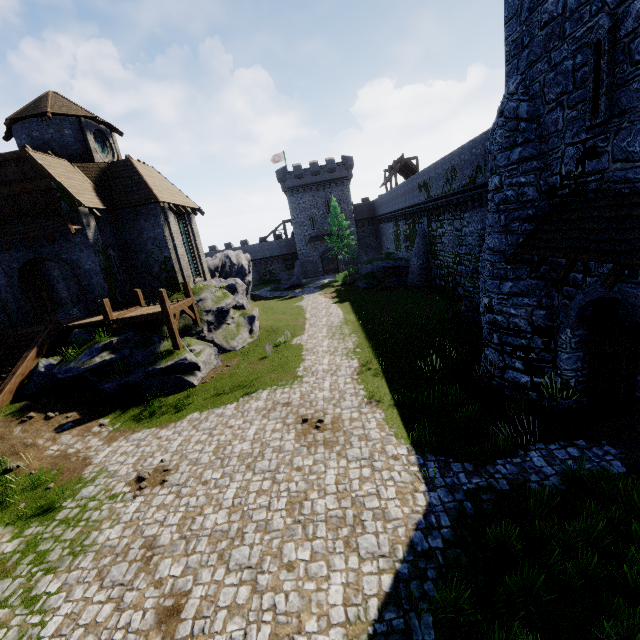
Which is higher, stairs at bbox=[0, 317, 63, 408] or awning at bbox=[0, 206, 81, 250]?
awning at bbox=[0, 206, 81, 250]

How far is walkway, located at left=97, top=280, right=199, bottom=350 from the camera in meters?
16.0

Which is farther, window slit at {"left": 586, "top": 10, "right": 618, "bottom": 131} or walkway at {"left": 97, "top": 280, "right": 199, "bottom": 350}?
walkway at {"left": 97, "top": 280, "right": 199, "bottom": 350}

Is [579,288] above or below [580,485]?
above

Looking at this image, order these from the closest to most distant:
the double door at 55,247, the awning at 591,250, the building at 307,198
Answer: the awning at 591,250 < the double door at 55,247 < the building at 307,198

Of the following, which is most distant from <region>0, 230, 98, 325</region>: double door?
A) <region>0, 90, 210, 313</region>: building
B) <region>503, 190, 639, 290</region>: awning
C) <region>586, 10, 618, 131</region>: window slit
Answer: <region>586, 10, 618, 131</region>: window slit

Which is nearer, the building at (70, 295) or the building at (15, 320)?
the building at (15, 320)
